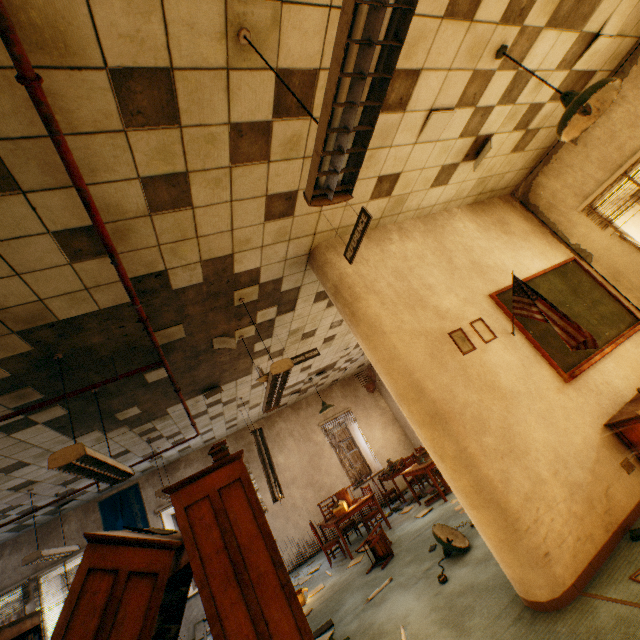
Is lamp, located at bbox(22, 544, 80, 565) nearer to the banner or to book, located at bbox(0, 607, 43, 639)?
book, located at bbox(0, 607, 43, 639)

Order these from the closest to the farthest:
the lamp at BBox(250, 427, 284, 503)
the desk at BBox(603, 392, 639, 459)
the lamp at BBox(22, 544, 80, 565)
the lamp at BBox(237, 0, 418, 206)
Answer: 1. the lamp at BBox(237, 0, 418, 206)
2. the desk at BBox(603, 392, 639, 459)
3. the lamp at BBox(22, 544, 80, 565)
4. the lamp at BBox(250, 427, 284, 503)

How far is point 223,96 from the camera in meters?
2.1

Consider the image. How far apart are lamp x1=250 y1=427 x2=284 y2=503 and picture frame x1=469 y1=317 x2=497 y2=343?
5.1m

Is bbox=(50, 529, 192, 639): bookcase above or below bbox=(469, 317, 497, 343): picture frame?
below

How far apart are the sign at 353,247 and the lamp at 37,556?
6.9 meters

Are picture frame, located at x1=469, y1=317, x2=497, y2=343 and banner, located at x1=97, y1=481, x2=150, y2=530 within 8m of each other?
no

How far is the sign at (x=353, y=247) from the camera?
2.9 meters
